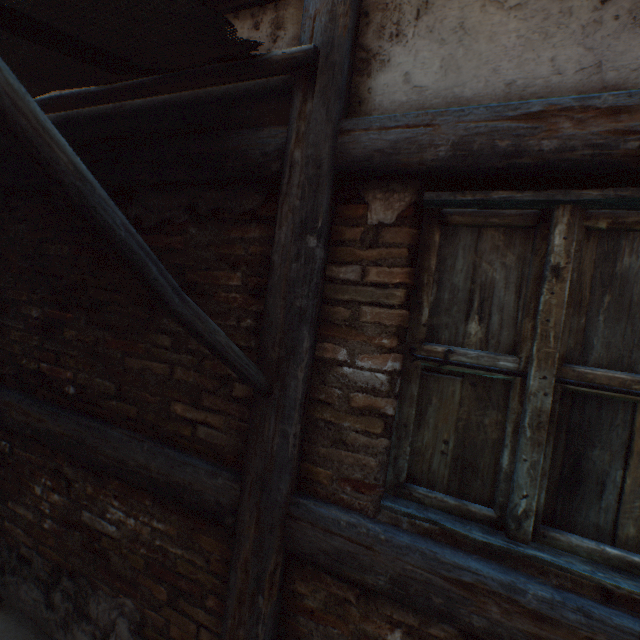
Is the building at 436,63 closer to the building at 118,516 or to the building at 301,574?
the building at 301,574

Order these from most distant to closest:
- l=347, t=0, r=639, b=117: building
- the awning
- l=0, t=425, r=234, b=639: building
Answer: l=0, t=425, r=234, b=639: building → l=347, t=0, r=639, b=117: building → the awning

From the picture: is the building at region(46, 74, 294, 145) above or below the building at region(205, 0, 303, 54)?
below

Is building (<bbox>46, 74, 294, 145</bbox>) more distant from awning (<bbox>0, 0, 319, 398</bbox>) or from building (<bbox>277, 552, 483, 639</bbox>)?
building (<bbox>277, 552, 483, 639</bbox>)

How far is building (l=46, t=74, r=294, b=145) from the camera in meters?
1.6 m

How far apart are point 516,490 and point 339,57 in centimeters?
186cm

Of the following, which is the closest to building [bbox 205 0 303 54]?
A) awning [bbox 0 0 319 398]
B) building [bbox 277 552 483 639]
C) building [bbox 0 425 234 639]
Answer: awning [bbox 0 0 319 398]

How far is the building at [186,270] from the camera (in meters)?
1.57
